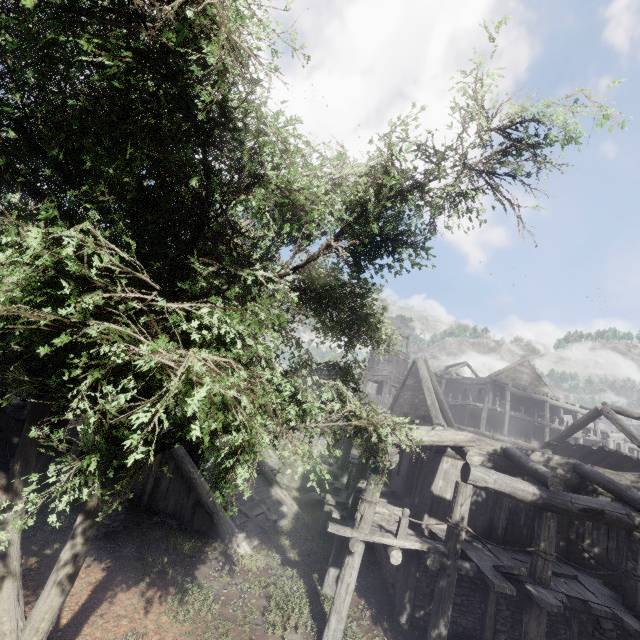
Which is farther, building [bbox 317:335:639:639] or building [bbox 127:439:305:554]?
building [bbox 127:439:305:554]

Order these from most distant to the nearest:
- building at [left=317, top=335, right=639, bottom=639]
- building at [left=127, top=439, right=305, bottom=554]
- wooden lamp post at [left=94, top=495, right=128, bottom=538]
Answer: building at [left=127, top=439, right=305, bottom=554] < wooden lamp post at [left=94, top=495, right=128, bottom=538] < building at [left=317, top=335, right=639, bottom=639]

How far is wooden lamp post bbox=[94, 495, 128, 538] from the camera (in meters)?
10.84

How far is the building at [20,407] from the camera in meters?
15.1

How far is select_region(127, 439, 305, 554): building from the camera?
12.37m

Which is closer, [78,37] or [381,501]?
[78,37]

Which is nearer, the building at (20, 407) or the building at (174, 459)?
the building at (174, 459)

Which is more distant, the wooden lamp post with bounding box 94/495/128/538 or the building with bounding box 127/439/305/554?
the building with bounding box 127/439/305/554
